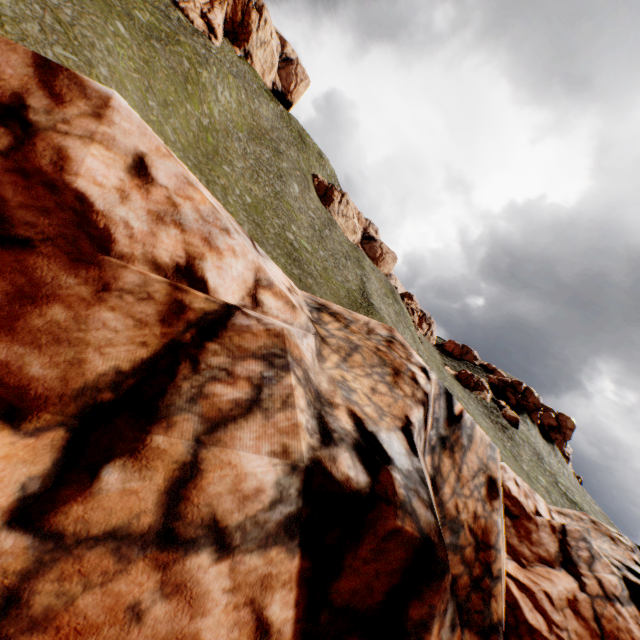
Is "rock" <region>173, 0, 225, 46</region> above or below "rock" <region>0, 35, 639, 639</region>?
above

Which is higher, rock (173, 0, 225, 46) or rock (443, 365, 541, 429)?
rock (173, 0, 225, 46)

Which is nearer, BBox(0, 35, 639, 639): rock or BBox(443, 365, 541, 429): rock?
BBox(0, 35, 639, 639): rock

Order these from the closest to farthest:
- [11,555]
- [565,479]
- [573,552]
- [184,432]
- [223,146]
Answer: [11,555] < [184,432] < [573,552] < [223,146] < [565,479]

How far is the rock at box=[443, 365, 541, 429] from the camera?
51.52m

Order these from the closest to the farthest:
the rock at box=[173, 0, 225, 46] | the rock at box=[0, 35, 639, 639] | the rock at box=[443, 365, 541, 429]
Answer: the rock at box=[0, 35, 639, 639] → the rock at box=[443, 365, 541, 429] → the rock at box=[173, 0, 225, 46]

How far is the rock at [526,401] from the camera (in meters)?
51.52

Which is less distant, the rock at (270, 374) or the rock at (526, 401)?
the rock at (270, 374)
